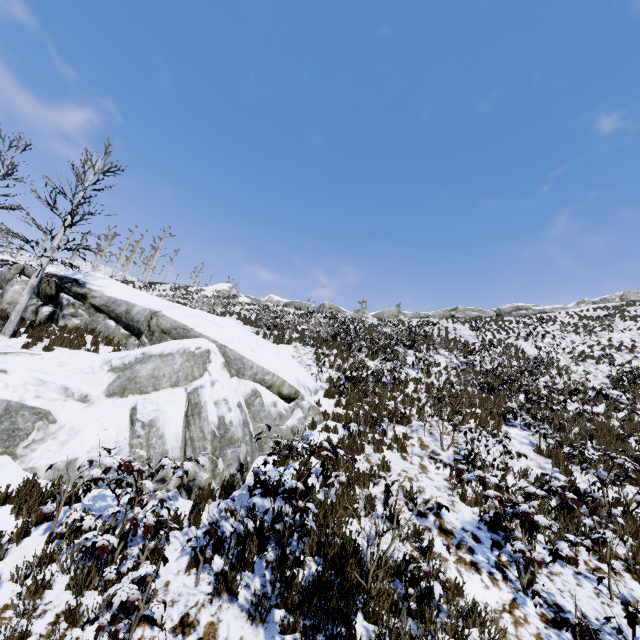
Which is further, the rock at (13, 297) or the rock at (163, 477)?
the rock at (13, 297)

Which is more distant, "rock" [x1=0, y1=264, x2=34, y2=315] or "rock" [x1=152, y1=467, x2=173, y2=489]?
"rock" [x1=0, y1=264, x2=34, y2=315]

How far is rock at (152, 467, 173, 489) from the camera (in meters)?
5.71

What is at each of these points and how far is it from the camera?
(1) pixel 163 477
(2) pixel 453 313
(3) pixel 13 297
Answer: (1) rock, 5.83m
(2) rock, 37.28m
(3) rock, 14.85m

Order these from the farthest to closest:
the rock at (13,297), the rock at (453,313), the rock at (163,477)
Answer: the rock at (453,313)
the rock at (13,297)
the rock at (163,477)

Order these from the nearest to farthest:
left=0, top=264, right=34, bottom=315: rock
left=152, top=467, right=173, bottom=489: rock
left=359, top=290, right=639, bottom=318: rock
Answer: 1. left=152, top=467, right=173, bottom=489: rock
2. left=0, top=264, right=34, bottom=315: rock
3. left=359, top=290, right=639, bottom=318: rock

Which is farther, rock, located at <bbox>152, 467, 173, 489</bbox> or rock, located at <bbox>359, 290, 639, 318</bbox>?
rock, located at <bbox>359, 290, 639, 318</bbox>
